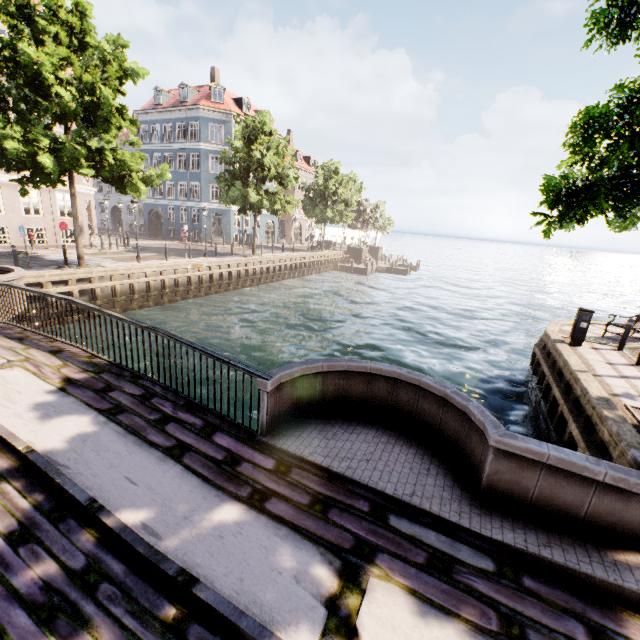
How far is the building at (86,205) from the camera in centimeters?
2369cm

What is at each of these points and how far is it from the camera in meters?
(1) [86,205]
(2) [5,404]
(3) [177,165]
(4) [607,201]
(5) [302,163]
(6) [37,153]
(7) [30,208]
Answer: (1) building, 25.4
(2) bridge, 4.7
(3) building, 36.5
(4) tree, 5.9
(5) building, 47.4
(6) tree, 12.1
(7) building, 21.0

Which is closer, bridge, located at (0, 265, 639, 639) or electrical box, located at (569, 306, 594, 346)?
bridge, located at (0, 265, 639, 639)

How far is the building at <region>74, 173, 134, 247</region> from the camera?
23.7m

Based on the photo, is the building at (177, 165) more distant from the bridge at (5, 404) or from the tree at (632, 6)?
the bridge at (5, 404)

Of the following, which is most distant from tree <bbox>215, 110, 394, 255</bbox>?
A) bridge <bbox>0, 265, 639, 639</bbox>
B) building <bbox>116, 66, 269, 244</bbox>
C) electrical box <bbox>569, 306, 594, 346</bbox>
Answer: building <bbox>116, 66, 269, 244</bbox>

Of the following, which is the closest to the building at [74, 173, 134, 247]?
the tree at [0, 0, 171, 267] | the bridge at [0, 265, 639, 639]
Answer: the tree at [0, 0, 171, 267]
